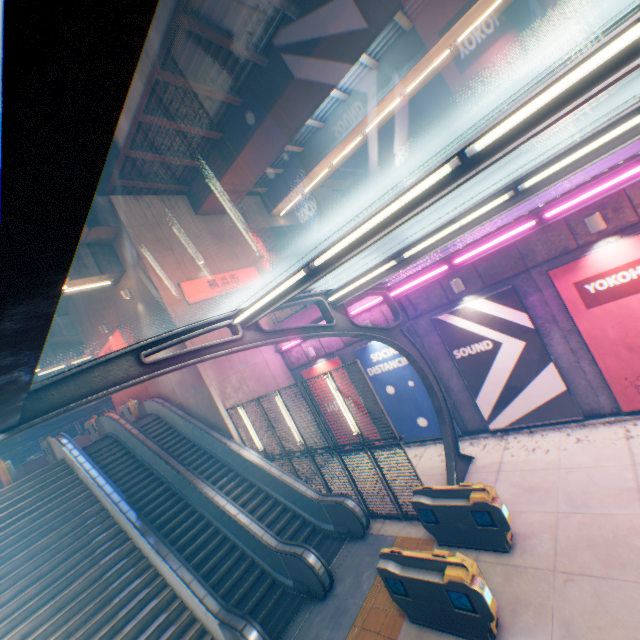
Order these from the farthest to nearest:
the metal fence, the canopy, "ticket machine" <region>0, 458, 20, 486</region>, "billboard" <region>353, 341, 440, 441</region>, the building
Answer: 1. the building
2. "ticket machine" <region>0, 458, 20, 486</region>
3. "billboard" <region>353, 341, 440, 441</region>
4. the metal fence
5. the canopy

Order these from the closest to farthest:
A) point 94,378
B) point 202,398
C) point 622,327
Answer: point 94,378 → point 622,327 → point 202,398

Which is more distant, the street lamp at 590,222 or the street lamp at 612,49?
the street lamp at 590,222

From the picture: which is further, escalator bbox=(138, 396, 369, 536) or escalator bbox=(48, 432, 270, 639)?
escalator bbox=(138, 396, 369, 536)

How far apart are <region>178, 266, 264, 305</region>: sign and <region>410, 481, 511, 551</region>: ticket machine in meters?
11.0

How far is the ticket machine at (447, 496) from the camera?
6.8 meters

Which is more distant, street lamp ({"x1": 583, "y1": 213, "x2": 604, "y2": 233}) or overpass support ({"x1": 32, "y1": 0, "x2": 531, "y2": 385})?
overpass support ({"x1": 32, "y1": 0, "x2": 531, "y2": 385})

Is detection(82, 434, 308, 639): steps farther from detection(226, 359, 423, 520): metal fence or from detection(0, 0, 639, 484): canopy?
detection(0, 0, 639, 484): canopy
